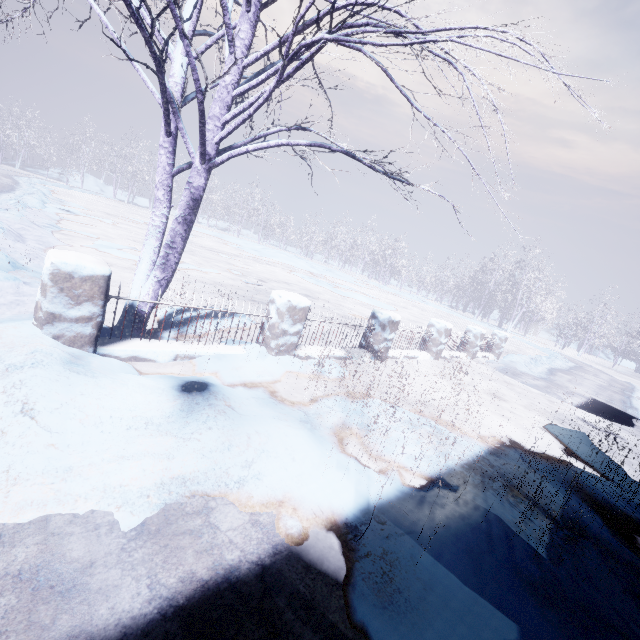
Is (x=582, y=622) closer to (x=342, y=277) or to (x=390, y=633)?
(x=390, y=633)

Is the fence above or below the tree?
below

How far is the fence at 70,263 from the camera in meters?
2.6

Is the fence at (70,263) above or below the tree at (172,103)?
below

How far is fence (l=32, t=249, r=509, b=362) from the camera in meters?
2.6 m
